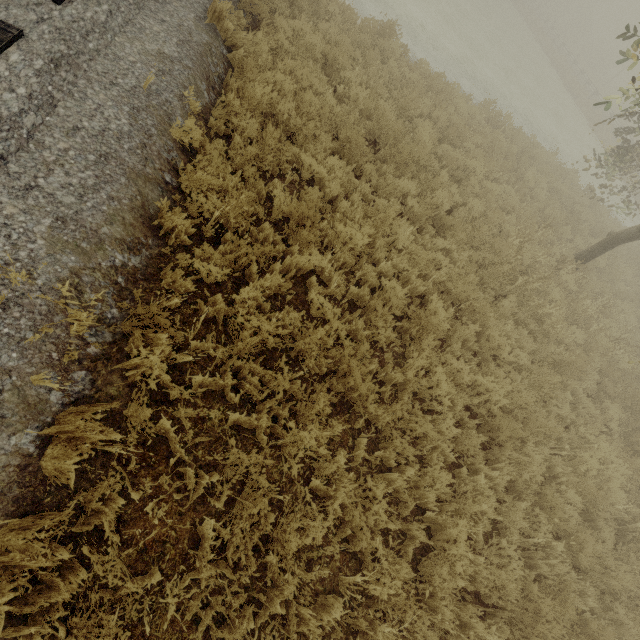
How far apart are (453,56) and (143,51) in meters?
16.9
